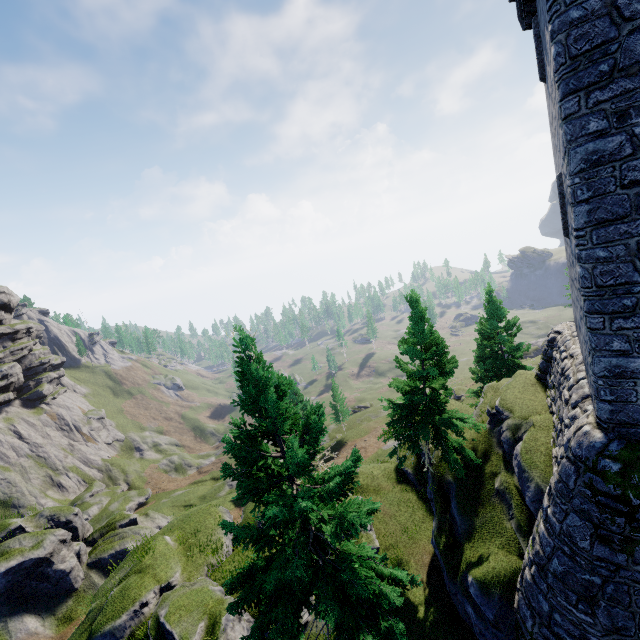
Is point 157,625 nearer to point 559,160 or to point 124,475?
point 559,160

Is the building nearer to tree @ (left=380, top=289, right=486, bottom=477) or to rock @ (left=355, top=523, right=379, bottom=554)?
tree @ (left=380, top=289, right=486, bottom=477)

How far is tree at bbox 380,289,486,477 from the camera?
14.55m

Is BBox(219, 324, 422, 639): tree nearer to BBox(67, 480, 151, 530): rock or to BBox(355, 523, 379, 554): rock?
BBox(355, 523, 379, 554): rock

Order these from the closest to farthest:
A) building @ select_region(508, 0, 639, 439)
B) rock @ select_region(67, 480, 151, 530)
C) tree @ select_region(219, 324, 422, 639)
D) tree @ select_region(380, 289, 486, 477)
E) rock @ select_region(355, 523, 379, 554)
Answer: building @ select_region(508, 0, 639, 439) → tree @ select_region(219, 324, 422, 639) → tree @ select_region(380, 289, 486, 477) → rock @ select_region(355, 523, 379, 554) → rock @ select_region(67, 480, 151, 530)

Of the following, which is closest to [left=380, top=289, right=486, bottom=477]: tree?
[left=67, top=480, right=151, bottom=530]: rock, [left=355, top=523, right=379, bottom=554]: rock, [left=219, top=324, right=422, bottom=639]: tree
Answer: [left=355, top=523, right=379, bottom=554]: rock

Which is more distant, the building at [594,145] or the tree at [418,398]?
the tree at [418,398]

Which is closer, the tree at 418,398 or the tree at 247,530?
the tree at 247,530
